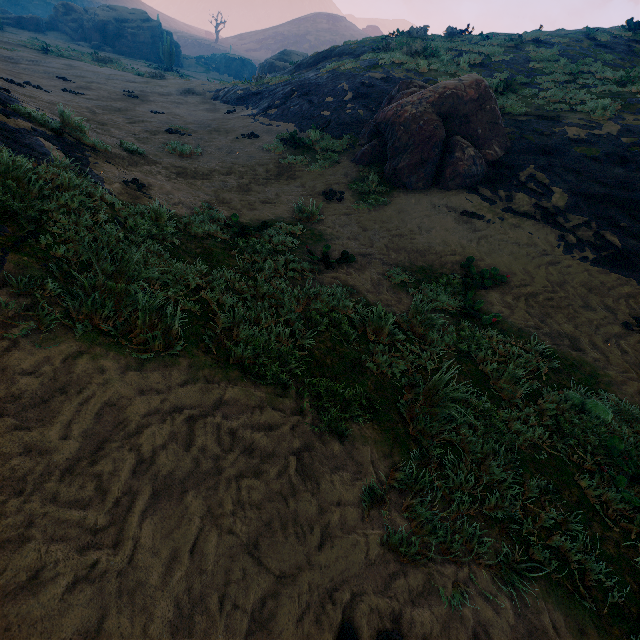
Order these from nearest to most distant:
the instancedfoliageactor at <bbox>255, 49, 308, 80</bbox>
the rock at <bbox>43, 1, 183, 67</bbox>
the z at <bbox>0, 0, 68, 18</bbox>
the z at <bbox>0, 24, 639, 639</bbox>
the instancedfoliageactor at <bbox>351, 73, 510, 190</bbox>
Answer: the z at <bbox>0, 24, 639, 639</bbox> < the instancedfoliageactor at <bbox>351, 73, 510, 190</bbox> < the instancedfoliageactor at <bbox>255, 49, 308, 80</bbox> < the rock at <bbox>43, 1, 183, 67</bbox> < the z at <bbox>0, 0, 68, 18</bbox>

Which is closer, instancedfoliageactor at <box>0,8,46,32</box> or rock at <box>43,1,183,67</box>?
instancedfoliageactor at <box>0,8,46,32</box>

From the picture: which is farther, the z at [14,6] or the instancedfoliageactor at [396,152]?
the z at [14,6]

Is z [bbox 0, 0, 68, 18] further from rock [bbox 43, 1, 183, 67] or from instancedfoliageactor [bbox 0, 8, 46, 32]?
instancedfoliageactor [bbox 0, 8, 46, 32]

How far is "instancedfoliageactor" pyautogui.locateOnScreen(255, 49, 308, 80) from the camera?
31.0m

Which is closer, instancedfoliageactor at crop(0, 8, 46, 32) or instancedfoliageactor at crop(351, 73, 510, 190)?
instancedfoliageactor at crop(351, 73, 510, 190)

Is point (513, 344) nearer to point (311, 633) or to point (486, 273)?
point (486, 273)

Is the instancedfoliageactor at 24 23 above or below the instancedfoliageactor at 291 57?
below
